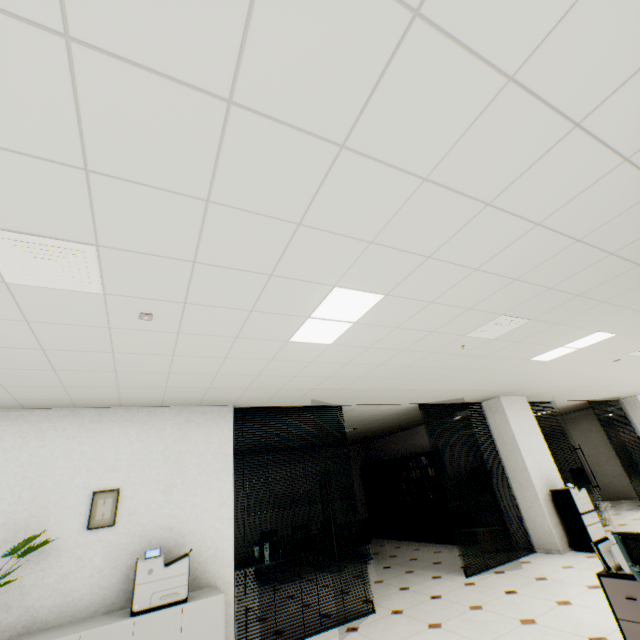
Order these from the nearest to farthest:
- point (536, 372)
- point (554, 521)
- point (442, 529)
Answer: point (536, 372) → point (554, 521) → point (442, 529)

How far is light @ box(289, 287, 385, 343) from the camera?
2.6m

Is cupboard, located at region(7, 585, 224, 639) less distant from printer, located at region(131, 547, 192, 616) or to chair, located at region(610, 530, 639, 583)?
printer, located at region(131, 547, 192, 616)

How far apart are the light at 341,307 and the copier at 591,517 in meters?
6.3

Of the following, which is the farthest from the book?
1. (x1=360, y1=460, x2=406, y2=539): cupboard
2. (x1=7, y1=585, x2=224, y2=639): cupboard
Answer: (x1=7, y1=585, x2=224, y2=639): cupboard

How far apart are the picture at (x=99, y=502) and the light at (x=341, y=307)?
3.0 meters

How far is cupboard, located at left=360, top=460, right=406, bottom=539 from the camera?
9.9 meters

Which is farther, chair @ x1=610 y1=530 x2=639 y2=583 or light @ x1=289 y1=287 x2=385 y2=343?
light @ x1=289 y1=287 x2=385 y2=343
